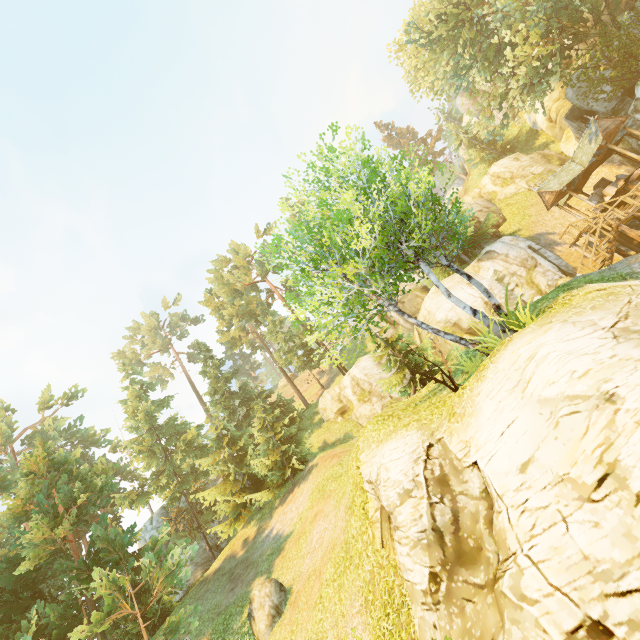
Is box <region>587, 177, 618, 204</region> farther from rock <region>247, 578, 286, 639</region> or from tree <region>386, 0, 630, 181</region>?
rock <region>247, 578, 286, 639</region>

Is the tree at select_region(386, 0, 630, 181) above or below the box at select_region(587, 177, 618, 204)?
above

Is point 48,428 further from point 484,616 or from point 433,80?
point 433,80

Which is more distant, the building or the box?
the box

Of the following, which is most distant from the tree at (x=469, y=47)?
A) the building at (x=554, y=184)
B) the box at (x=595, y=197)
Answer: the box at (x=595, y=197)

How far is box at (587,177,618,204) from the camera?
22.9m

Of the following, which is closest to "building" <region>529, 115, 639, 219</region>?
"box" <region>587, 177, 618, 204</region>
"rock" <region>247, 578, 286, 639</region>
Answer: "box" <region>587, 177, 618, 204</region>

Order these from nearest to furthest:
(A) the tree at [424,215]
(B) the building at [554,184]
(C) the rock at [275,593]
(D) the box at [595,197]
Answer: (A) the tree at [424,215] < (C) the rock at [275,593] < (B) the building at [554,184] < (D) the box at [595,197]
